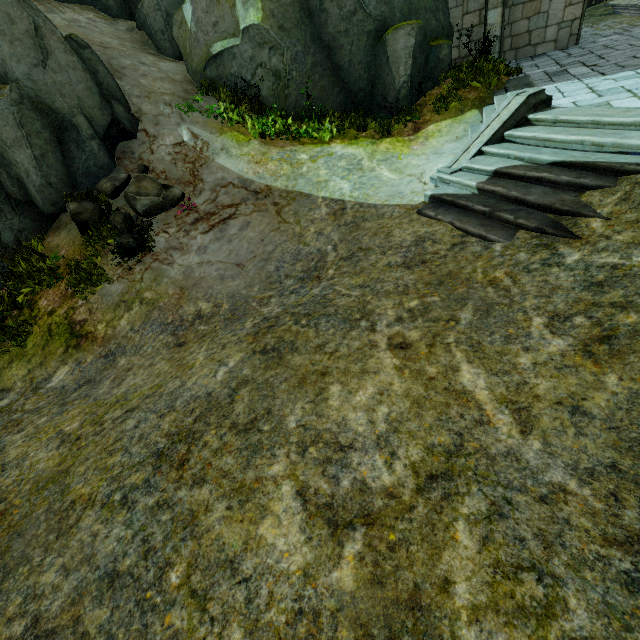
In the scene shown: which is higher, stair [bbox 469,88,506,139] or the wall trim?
the wall trim

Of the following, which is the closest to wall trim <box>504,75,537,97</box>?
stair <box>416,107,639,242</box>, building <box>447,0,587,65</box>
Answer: stair <box>416,107,639,242</box>

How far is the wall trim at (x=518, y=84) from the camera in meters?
8.7 m

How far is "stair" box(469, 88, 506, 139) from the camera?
8.30m

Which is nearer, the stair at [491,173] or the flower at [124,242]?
the stair at [491,173]

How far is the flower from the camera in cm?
777

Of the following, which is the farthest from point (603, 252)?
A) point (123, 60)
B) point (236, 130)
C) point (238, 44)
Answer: point (123, 60)

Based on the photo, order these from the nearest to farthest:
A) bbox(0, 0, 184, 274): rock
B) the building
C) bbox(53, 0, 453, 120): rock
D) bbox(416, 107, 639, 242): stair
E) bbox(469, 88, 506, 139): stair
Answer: bbox(416, 107, 639, 242): stair
bbox(0, 0, 184, 274): rock
bbox(469, 88, 506, 139): stair
bbox(53, 0, 453, 120): rock
the building
